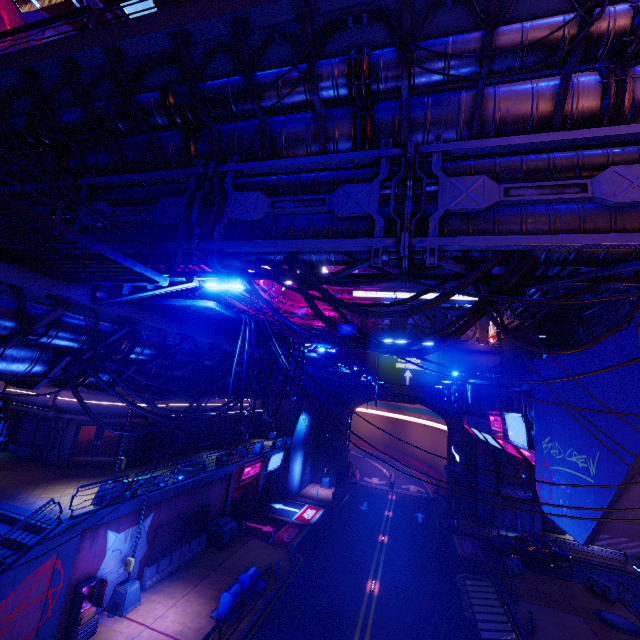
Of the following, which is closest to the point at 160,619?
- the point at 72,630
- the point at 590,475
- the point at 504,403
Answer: the point at 72,630

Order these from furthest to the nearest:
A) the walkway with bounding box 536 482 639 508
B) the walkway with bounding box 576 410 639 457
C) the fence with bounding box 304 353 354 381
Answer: the fence with bounding box 304 353 354 381 → the walkway with bounding box 536 482 639 508 → the walkway with bounding box 576 410 639 457

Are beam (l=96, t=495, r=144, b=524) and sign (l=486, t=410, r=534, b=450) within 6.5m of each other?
no

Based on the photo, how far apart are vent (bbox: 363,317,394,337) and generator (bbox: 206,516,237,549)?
27.6 meters

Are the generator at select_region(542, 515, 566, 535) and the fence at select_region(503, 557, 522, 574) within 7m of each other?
no

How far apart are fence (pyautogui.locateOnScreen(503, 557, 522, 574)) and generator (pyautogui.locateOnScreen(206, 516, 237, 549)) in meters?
19.1

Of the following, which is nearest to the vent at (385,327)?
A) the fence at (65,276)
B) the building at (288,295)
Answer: the building at (288,295)

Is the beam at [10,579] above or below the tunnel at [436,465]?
above
